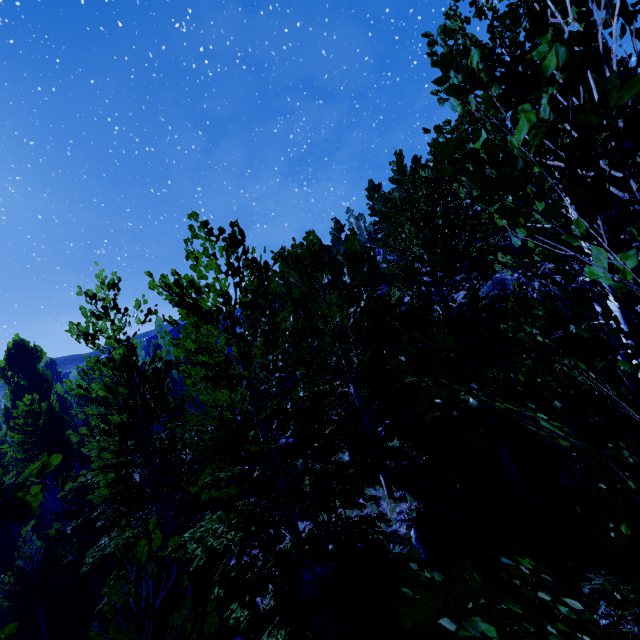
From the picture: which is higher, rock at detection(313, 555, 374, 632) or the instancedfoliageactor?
the instancedfoliageactor

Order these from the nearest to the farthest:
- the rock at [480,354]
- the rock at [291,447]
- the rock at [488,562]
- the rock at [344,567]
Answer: Answer:
1. the rock at [488,562]
2. the rock at [344,567]
3. the rock at [480,354]
4. the rock at [291,447]

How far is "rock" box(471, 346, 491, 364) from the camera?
12.16m

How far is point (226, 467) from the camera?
5.8m

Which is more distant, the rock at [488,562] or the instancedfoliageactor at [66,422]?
the rock at [488,562]

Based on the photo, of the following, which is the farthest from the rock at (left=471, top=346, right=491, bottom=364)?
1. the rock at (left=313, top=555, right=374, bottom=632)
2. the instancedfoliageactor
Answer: the rock at (left=313, top=555, right=374, bottom=632)

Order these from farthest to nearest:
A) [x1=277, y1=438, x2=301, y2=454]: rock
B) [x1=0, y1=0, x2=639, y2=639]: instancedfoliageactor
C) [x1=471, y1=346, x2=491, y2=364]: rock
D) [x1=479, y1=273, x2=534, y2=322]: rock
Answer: [x1=277, y1=438, x2=301, y2=454]: rock, [x1=471, y1=346, x2=491, y2=364]: rock, [x1=479, y1=273, x2=534, y2=322]: rock, [x1=0, y1=0, x2=639, y2=639]: instancedfoliageactor

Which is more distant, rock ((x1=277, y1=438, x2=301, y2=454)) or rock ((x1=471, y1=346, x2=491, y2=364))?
rock ((x1=277, y1=438, x2=301, y2=454))
